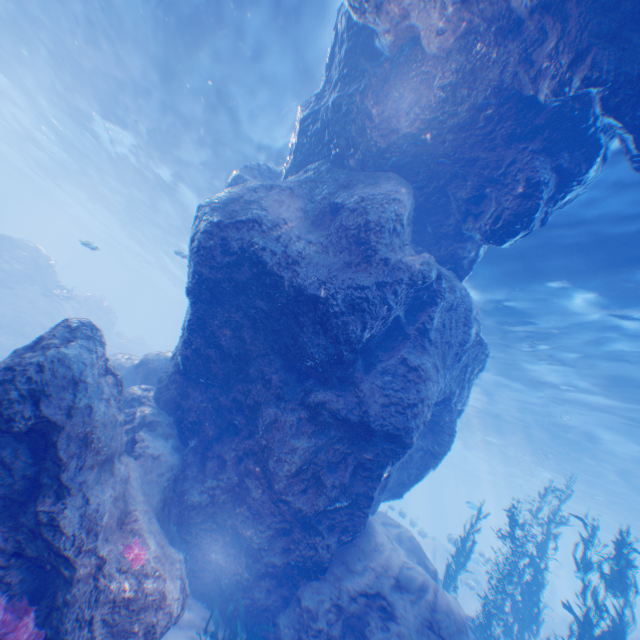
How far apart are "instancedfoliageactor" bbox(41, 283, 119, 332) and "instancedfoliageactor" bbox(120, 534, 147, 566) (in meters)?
28.61

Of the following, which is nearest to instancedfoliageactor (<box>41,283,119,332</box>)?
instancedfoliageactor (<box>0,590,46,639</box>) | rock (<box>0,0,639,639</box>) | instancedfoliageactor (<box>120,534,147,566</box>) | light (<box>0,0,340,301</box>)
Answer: → rock (<box>0,0,639,639</box>)

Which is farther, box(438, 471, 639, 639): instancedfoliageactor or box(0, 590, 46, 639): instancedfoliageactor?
box(438, 471, 639, 639): instancedfoliageactor

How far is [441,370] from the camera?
8.34m

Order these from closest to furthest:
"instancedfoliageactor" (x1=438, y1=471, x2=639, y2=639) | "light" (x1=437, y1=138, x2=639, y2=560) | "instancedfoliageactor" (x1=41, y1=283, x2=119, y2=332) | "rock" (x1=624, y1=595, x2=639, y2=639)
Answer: "instancedfoliageactor" (x1=438, y1=471, x2=639, y2=639) → "light" (x1=437, y1=138, x2=639, y2=560) → "instancedfoliageactor" (x1=41, y1=283, x2=119, y2=332) → "rock" (x1=624, y1=595, x2=639, y2=639)

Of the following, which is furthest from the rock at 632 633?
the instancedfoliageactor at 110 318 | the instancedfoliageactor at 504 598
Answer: the instancedfoliageactor at 110 318

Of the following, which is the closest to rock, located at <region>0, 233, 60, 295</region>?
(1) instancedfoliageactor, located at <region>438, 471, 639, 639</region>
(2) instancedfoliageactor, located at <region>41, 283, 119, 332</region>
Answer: (1) instancedfoliageactor, located at <region>438, 471, 639, 639</region>
